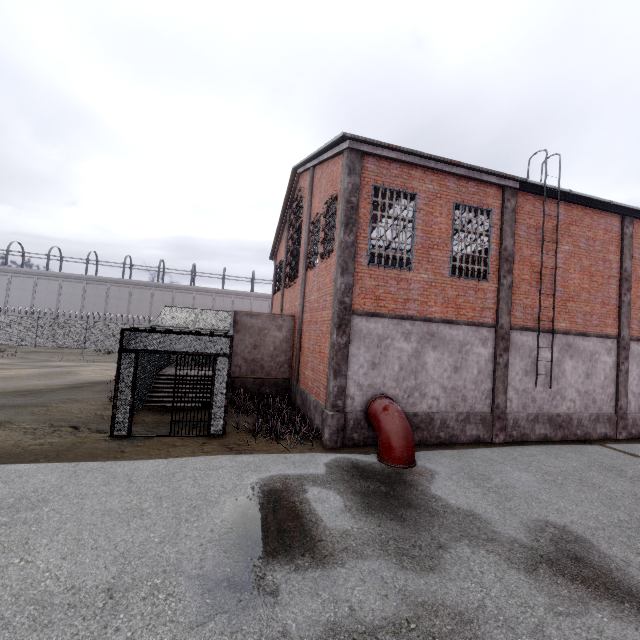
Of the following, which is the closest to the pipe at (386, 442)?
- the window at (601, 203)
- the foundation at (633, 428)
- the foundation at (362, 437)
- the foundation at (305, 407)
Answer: the foundation at (362, 437)

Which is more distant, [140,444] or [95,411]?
[95,411]

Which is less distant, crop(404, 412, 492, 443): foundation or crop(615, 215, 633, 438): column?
crop(404, 412, 492, 443): foundation

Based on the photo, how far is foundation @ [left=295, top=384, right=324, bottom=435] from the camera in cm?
1034

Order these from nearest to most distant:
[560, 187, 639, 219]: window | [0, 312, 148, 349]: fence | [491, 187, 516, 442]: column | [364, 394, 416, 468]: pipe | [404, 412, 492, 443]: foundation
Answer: [364, 394, 416, 468]: pipe < [404, 412, 492, 443]: foundation < [491, 187, 516, 442]: column < [560, 187, 639, 219]: window < [0, 312, 148, 349]: fence

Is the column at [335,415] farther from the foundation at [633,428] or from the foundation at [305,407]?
the foundation at [633,428]

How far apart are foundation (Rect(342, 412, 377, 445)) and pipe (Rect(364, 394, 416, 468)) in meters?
0.1 m

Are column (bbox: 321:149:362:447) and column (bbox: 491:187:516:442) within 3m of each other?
no
